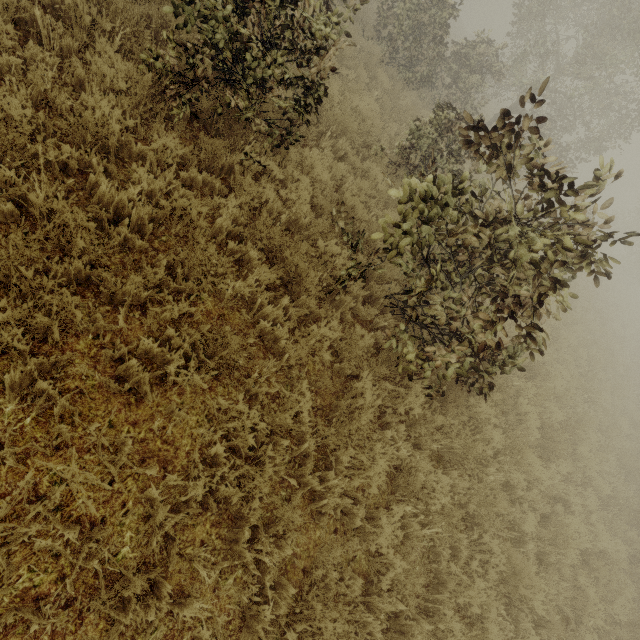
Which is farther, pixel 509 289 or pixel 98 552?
pixel 509 289
